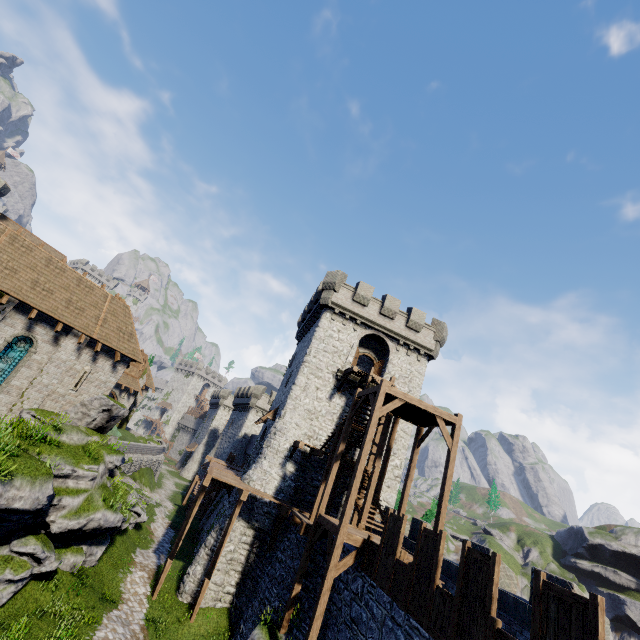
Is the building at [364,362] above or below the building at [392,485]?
above

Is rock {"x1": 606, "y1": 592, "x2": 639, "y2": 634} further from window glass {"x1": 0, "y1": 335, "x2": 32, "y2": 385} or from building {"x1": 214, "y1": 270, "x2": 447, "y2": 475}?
window glass {"x1": 0, "y1": 335, "x2": 32, "y2": 385}

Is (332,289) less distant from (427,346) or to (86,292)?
(427,346)

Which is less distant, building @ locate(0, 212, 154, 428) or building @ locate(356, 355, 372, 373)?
building @ locate(0, 212, 154, 428)

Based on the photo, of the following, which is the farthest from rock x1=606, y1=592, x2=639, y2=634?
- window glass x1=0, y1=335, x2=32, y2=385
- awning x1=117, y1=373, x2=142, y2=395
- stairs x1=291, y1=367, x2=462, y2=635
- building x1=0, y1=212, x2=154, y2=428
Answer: window glass x1=0, y1=335, x2=32, y2=385

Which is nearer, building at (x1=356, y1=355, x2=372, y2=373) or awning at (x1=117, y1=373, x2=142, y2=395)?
building at (x1=356, y1=355, x2=372, y2=373)

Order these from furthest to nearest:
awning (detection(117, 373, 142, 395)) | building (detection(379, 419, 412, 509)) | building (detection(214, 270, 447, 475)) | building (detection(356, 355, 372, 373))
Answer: awning (detection(117, 373, 142, 395)) → building (detection(356, 355, 372, 373)) → building (detection(214, 270, 447, 475)) → building (detection(379, 419, 412, 509))

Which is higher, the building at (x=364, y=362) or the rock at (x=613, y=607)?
the building at (x=364, y=362)
